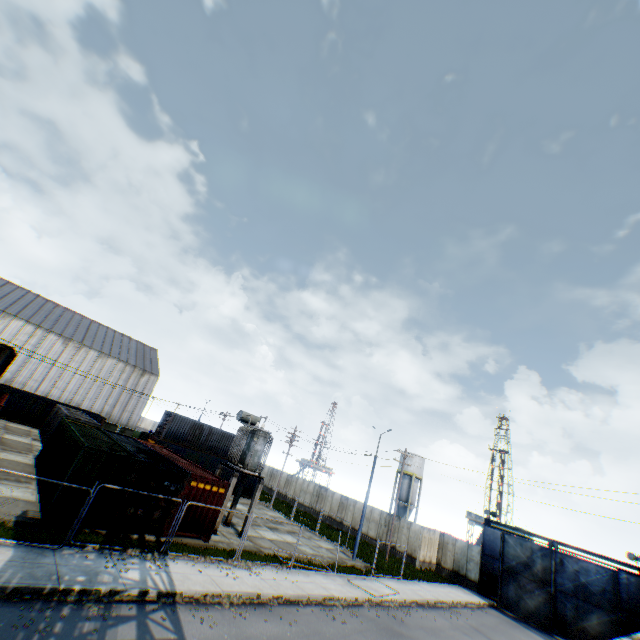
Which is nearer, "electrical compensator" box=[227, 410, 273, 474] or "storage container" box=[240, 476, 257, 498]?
"electrical compensator" box=[227, 410, 273, 474]

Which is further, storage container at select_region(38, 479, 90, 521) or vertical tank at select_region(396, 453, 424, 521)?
vertical tank at select_region(396, 453, 424, 521)

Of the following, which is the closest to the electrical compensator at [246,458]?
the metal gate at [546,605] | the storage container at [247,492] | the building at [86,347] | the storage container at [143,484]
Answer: the storage container at [143,484]

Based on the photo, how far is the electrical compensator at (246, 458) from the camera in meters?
21.6

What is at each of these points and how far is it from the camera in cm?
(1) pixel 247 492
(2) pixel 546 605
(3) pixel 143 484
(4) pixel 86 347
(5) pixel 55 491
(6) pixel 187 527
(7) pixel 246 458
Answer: (1) storage container, 3694
(2) metal gate, 2556
(3) storage container, 1568
(4) building, 5088
(5) storage container, 1425
(6) storage container, 1681
(7) electrical compensator, 2177

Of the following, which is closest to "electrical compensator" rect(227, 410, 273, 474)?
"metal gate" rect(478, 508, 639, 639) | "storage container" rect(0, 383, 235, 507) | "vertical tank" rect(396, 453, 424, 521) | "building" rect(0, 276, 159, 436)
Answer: "storage container" rect(0, 383, 235, 507)

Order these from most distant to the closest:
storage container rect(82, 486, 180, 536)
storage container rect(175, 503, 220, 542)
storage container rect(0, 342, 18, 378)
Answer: storage container rect(0, 342, 18, 378), storage container rect(175, 503, 220, 542), storage container rect(82, 486, 180, 536)

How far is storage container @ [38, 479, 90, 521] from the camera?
13.4 meters
